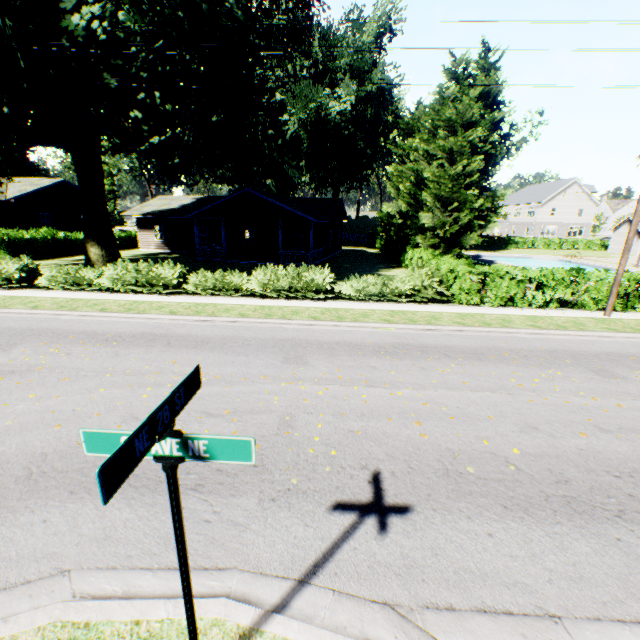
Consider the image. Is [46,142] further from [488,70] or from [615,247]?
[615,247]

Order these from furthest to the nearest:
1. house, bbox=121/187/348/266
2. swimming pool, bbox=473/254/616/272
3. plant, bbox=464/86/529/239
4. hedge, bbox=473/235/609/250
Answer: hedge, bbox=473/235/609/250, plant, bbox=464/86/529/239, swimming pool, bbox=473/254/616/272, house, bbox=121/187/348/266

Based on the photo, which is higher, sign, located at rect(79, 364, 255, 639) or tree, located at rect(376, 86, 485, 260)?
tree, located at rect(376, 86, 485, 260)

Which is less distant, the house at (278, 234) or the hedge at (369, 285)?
the hedge at (369, 285)

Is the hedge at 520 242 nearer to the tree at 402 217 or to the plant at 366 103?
the plant at 366 103

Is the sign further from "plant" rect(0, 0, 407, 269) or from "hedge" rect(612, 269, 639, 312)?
"hedge" rect(612, 269, 639, 312)

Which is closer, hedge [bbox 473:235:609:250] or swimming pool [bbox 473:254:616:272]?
swimming pool [bbox 473:254:616:272]

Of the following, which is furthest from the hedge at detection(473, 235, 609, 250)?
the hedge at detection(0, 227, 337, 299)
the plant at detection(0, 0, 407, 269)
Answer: the hedge at detection(0, 227, 337, 299)
